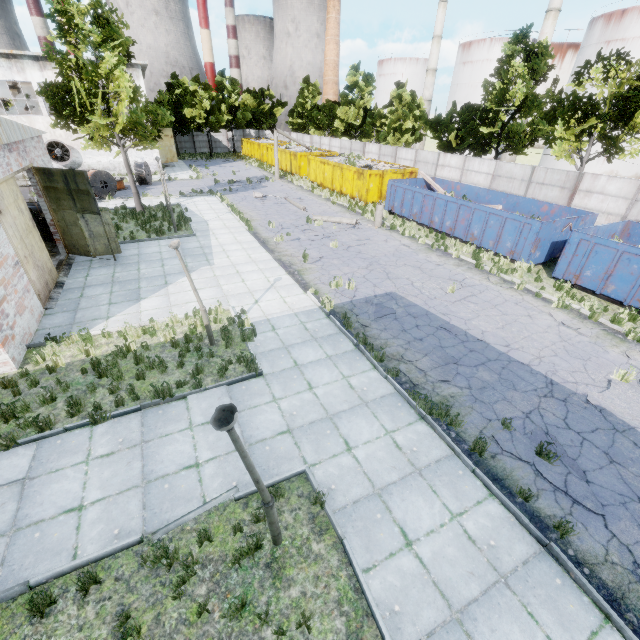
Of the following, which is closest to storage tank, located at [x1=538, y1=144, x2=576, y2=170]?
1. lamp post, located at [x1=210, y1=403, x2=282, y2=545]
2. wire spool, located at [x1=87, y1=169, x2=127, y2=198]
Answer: wire spool, located at [x1=87, y1=169, x2=127, y2=198]

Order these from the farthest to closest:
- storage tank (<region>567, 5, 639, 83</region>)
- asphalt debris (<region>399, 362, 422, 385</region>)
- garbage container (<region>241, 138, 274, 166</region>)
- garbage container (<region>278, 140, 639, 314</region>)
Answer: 1. garbage container (<region>241, 138, 274, 166</region>)
2. storage tank (<region>567, 5, 639, 83</region>)
3. garbage container (<region>278, 140, 639, 314</region>)
4. asphalt debris (<region>399, 362, 422, 385</region>)

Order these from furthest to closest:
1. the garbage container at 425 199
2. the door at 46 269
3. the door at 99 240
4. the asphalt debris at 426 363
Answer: the door at 99 240, the garbage container at 425 199, the door at 46 269, the asphalt debris at 426 363

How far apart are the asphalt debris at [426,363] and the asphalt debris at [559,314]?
5.01m

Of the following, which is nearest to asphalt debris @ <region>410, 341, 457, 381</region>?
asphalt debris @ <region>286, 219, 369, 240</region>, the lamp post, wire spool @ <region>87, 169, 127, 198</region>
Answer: the lamp post

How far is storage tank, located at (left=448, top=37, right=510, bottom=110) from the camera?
51.03m

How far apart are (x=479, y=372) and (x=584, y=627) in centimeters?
546cm

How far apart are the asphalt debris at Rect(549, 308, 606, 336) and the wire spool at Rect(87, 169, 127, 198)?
30.6 meters
